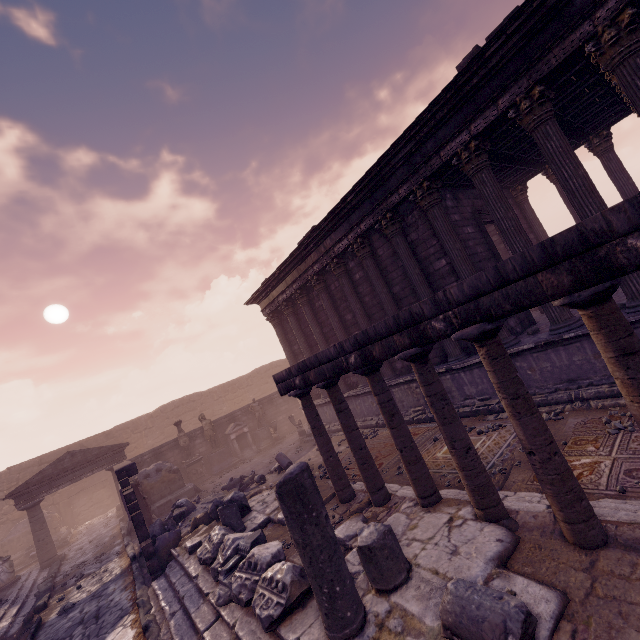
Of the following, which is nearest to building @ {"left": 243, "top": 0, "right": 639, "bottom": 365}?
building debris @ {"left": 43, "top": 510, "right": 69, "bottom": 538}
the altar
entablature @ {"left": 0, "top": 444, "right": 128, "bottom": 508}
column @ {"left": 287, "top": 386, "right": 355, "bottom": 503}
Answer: the altar

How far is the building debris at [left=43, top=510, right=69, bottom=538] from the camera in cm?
1823

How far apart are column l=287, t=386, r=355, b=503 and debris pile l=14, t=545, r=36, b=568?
18.75m

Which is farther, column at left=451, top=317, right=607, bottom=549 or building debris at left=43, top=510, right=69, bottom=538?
building debris at left=43, top=510, right=69, bottom=538

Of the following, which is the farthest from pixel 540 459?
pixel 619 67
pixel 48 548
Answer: pixel 48 548

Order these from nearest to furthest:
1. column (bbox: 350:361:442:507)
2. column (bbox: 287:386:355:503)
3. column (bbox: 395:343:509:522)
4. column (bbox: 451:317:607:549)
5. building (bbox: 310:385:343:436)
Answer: column (bbox: 451:317:607:549)
column (bbox: 395:343:509:522)
column (bbox: 350:361:442:507)
column (bbox: 287:386:355:503)
building (bbox: 310:385:343:436)

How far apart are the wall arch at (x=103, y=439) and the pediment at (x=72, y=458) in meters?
7.4

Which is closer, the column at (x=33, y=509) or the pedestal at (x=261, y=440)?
the column at (x=33, y=509)
